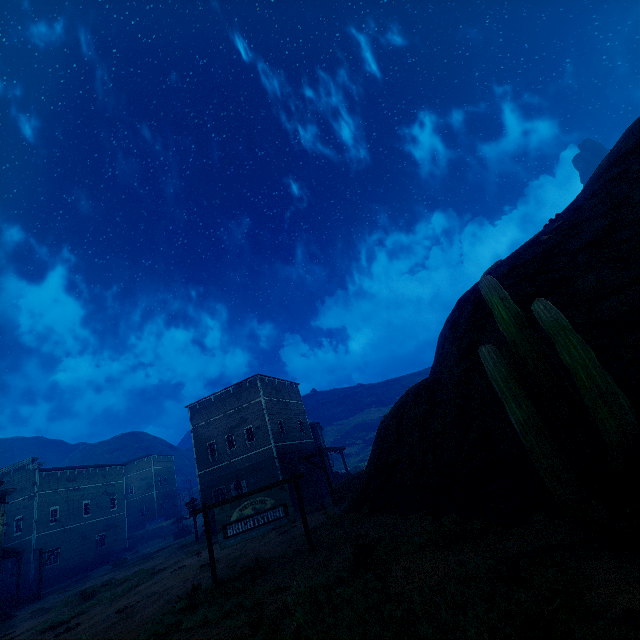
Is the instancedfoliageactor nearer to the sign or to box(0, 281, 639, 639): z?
box(0, 281, 639, 639): z

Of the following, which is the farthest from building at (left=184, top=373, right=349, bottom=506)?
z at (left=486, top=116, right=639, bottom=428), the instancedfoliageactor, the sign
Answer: the instancedfoliageactor

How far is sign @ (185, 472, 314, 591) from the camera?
9.7m

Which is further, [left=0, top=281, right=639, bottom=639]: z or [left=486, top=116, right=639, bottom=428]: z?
[left=486, top=116, right=639, bottom=428]: z

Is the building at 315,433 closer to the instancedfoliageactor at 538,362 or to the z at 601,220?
the z at 601,220

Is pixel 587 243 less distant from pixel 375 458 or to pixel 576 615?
pixel 576 615

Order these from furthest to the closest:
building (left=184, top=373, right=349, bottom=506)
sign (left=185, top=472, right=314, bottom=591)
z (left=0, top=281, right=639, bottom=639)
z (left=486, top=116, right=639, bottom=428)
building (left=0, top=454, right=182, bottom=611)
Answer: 1. building (left=0, top=454, right=182, bottom=611)
2. building (left=184, top=373, right=349, bottom=506)
3. sign (left=185, top=472, right=314, bottom=591)
4. z (left=486, top=116, right=639, bottom=428)
5. z (left=0, top=281, right=639, bottom=639)

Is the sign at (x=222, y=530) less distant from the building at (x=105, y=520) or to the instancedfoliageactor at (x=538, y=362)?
the instancedfoliageactor at (x=538, y=362)
